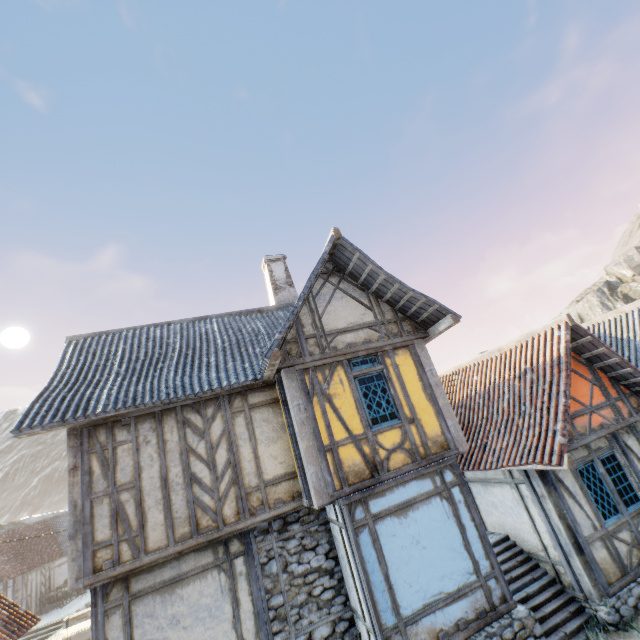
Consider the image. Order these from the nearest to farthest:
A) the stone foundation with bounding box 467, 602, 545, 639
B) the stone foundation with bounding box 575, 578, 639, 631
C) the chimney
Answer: the stone foundation with bounding box 467, 602, 545, 639
the stone foundation with bounding box 575, 578, 639, 631
the chimney

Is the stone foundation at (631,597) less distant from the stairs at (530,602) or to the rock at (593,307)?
the stairs at (530,602)

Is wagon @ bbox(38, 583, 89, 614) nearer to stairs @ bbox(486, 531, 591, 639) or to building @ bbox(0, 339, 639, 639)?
building @ bbox(0, 339, 639, 639)

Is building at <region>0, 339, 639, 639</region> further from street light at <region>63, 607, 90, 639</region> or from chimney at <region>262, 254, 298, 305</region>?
chimney at <region>262, 254, 298, 305</region>

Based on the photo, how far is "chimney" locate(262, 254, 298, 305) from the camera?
12.0m

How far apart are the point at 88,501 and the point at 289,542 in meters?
4.3 m

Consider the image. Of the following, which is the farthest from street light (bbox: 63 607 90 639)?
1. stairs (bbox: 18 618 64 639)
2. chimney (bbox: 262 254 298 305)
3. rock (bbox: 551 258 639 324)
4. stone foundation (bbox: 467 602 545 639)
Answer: rock (bbox: 551 258 639 324)

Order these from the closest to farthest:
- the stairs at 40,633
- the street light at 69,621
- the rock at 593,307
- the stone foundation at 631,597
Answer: the stone foundation at 631,597
the street light at 69,621
the stairs at 40,633
the rock at 593,307
